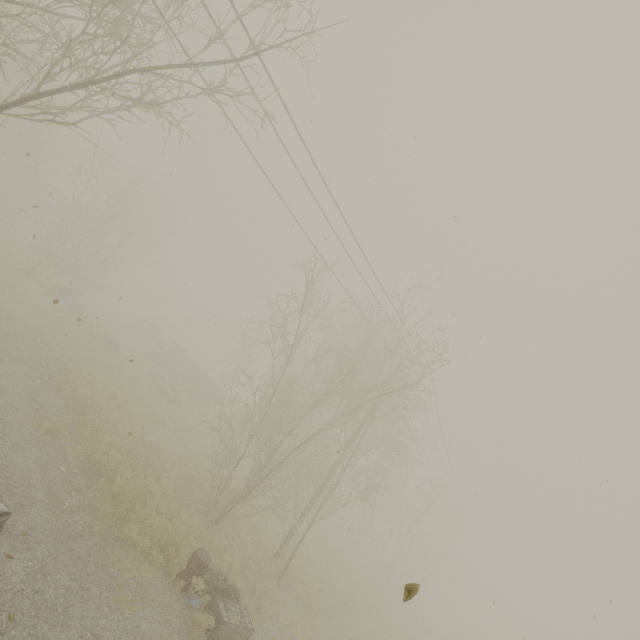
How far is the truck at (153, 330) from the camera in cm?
2945

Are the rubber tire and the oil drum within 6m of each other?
yes

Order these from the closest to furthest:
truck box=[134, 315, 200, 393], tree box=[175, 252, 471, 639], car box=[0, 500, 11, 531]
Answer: car box=[0, 500, 11, 531] → tree box=[175, 252, 471, 639] → truck box=[134, 315, 200, 393]

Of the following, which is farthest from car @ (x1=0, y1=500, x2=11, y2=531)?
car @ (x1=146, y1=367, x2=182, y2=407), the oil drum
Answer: car @ (x1=146, y1=367, x2=182, y2=407)

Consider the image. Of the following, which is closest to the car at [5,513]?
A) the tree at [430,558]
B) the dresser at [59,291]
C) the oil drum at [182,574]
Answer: the oil drum at [182,574]

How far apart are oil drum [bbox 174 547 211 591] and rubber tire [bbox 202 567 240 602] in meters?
0.0

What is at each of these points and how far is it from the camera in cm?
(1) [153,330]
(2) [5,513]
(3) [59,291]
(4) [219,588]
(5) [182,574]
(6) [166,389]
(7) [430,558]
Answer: A:
(1) truck, 3734
(2) car, 613
(3) dresser, 2248
(4) rubber tire, 956
(5) oil drum, 901
(6) car, 2341
(7) tree, 4169

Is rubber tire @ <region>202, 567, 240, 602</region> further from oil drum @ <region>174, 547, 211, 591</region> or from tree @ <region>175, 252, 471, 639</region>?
tree @ <region>175, 252, 471, 639</region>
